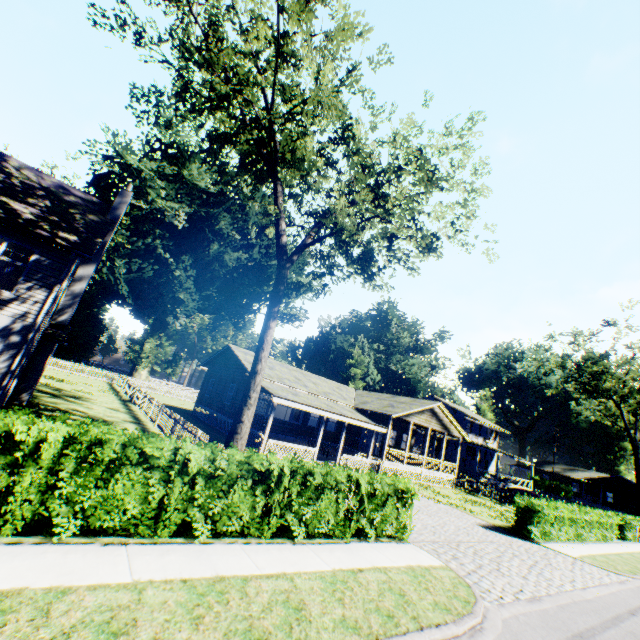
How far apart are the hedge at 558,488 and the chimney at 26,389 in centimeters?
7161cm

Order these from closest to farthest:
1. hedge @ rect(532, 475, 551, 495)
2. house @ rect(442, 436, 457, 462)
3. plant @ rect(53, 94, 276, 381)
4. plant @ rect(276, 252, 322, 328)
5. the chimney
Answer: the chimney → plant @ rect(53, 94, 276, 381) → house @ rect(442, 436, 457, 462) → plant @ rect(276, 252, 322, 328) → hedge @ rect(532, 475, 551, 495)

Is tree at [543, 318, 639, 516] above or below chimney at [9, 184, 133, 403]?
above

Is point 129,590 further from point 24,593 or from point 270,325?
point 270,325

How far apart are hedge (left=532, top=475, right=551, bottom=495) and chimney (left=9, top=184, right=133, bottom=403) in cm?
7161

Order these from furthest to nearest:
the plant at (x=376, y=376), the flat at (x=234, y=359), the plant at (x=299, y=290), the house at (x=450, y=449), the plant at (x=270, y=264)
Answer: the plant at (x=376, y=376)
the plant at (x=299, y=290)
the house at (x=450, y=449)
the plant at (x=270, y=264)
the flat at (x=234, y=359)

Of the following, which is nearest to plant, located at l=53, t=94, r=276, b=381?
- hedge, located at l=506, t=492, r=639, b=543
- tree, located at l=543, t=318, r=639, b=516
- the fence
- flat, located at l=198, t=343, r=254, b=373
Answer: the fence

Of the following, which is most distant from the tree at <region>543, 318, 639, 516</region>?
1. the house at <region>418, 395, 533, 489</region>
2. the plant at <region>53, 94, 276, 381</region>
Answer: the plant at <region>53, 94, 276, 381</region>
